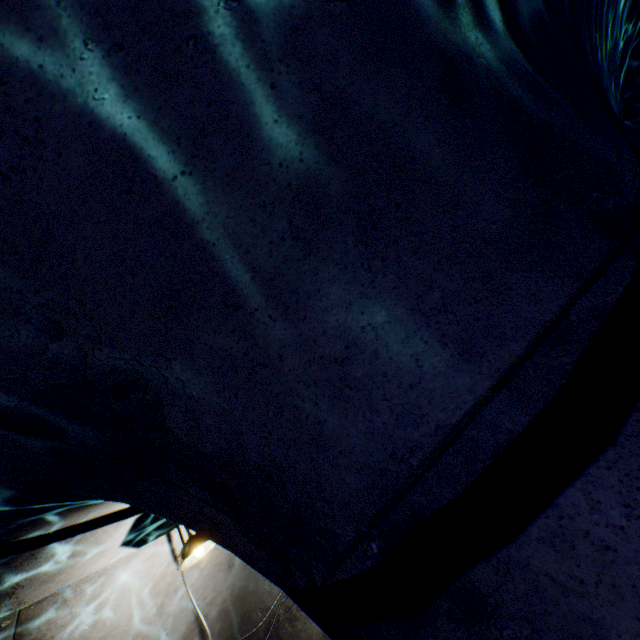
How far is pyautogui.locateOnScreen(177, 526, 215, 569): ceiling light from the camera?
3.29m

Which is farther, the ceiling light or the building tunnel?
the ceiling light

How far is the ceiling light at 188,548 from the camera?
3.3m

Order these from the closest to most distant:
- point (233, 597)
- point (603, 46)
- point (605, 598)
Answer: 1. point (605, 598)
2. point (603, 46)
3. point (233, 597)

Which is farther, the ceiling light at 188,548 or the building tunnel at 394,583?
the ceiling light at 188,548
